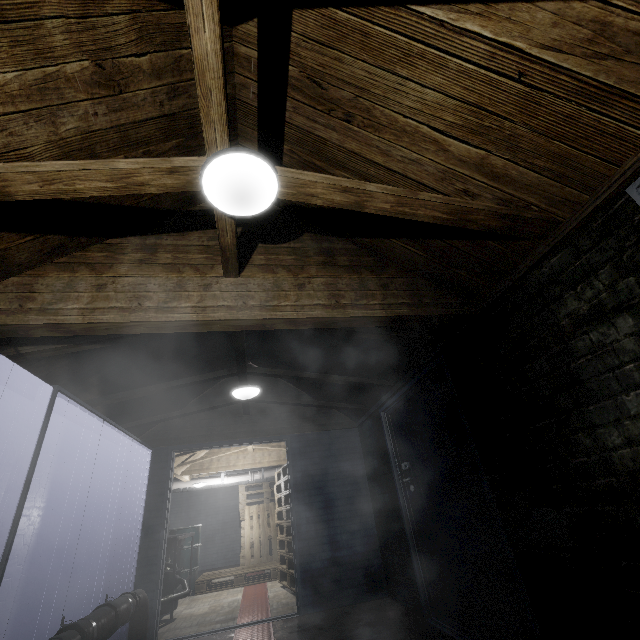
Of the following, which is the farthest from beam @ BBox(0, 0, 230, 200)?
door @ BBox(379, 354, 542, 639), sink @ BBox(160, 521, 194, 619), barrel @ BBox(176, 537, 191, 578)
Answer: barrel @ BBox(176, 537, 191, 578)

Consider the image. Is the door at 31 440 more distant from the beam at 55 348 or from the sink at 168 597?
the sink at 168 597

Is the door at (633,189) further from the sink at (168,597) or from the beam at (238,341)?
the sink at (168,597)

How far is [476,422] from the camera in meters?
2.3

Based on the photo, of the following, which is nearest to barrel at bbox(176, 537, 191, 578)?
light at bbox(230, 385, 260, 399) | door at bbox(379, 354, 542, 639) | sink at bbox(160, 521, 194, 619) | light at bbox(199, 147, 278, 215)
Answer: sink at bbox(160, 521, 194, 619)

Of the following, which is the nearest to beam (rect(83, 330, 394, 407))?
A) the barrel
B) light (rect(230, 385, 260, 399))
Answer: light (rect(230, 385, 260, 399))

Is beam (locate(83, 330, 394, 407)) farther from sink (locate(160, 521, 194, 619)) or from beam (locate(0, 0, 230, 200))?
sink (locate(160, 521, 194, 619))

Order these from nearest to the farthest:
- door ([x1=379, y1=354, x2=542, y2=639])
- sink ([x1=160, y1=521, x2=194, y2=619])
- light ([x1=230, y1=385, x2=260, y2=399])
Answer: door ([x1=379, y1=354, x2=542, y2=639]) → light ([x1=230, y1=385, x2=260, y2=399]) → sink ([x1=160, y1=521, x2=194, y2=619])
